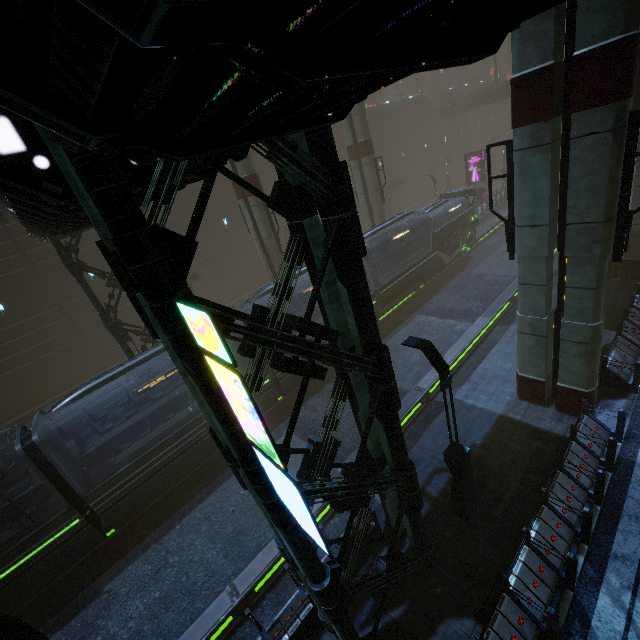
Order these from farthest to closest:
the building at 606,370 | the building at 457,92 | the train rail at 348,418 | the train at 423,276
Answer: the building at 457,92 → the train at 423,276 → the train rail at 348,418 → the building at 606,370

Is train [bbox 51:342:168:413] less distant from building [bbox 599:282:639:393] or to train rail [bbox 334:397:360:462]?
building [bbox 599:282:639:393]

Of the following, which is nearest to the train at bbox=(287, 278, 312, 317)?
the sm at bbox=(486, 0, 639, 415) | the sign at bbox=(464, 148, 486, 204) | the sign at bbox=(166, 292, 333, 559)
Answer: the sign at bbox=(166, 292, 333, 559)

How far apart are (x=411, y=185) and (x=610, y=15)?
45.48m

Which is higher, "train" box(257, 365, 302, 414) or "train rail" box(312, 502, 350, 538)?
"train" box(257, 365, 302, 414)

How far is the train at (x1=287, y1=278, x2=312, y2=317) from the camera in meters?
16.2

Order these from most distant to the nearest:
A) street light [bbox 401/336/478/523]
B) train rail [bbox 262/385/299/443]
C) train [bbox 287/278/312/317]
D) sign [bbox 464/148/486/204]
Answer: sign [bbox 464/148/486/204] < train [bbox 287/278/312/317] < train rail [bbox 262/385/299/443] < street light [bbox 401/336/478/523]

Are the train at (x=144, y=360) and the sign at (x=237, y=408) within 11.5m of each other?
yes
